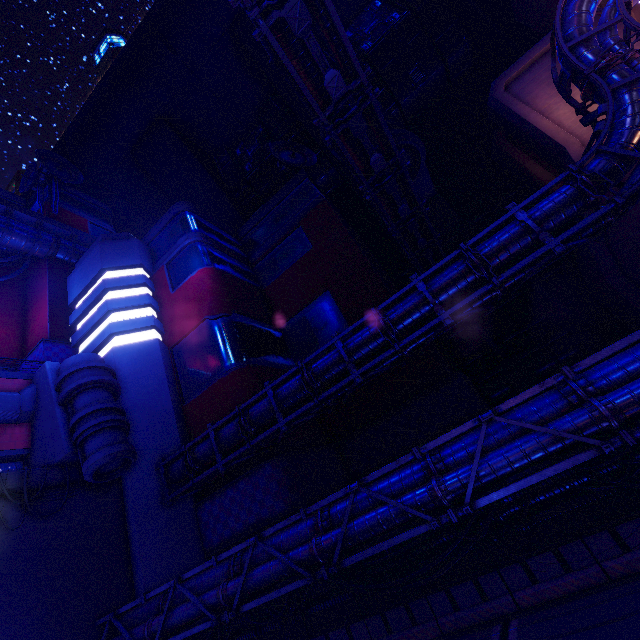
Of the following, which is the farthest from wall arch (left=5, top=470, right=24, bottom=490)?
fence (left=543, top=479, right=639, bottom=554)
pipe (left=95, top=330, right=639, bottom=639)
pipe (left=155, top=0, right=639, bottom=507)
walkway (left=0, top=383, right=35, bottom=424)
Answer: walkway (left=0, top=383, right=35, bottom=424)

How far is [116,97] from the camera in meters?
49.8

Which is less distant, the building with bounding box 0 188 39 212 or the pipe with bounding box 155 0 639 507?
the pipe with bounding box 155 0 639 507

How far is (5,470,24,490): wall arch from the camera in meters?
16.6

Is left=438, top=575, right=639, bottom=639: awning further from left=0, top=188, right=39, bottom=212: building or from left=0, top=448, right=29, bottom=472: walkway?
left=0, top=448, right=29, bottom=472: walkway

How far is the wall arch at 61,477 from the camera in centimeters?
1792cm

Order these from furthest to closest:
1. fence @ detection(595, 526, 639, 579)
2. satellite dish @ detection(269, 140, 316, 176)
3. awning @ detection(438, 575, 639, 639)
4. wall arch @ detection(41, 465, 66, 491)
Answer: satellite dish @ detection(269, 140, 316, 176)
wall arch @ detection(41, 465, 66, 491)
fence @ detection(595, 526, 639, 579)
awning @ detection(438, 575, 639, 639)

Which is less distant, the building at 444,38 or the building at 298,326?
the building at 298,326
